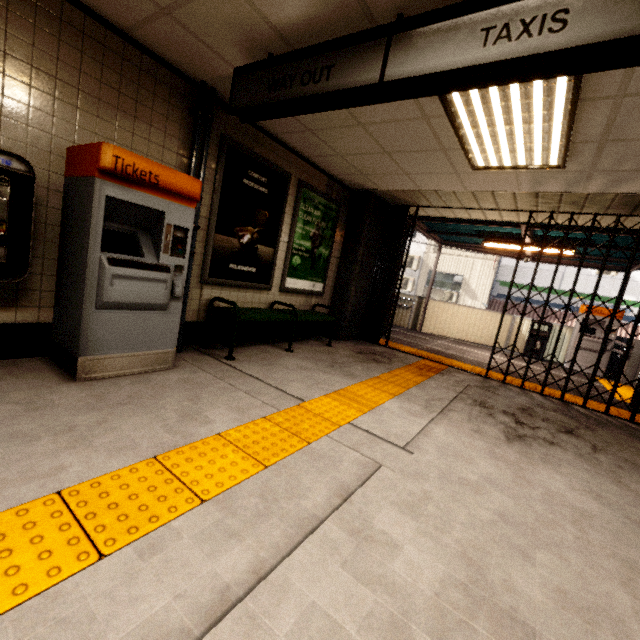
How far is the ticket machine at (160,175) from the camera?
2.5m

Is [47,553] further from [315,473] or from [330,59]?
[330,59]

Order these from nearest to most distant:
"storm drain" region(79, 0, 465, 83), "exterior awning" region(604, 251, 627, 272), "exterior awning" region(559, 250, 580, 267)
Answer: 1. "storm drain" region(79, 0, 465, 83)
2. "exterior awning" region(604, 251, 627, 272)
3. "exterior awning" region(559, 250, 580, 267)

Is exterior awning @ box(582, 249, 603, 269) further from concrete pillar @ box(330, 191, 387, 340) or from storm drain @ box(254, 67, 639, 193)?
A: storm drain @ box(254, 67, 639, 193)

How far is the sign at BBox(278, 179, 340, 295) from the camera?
5.2m

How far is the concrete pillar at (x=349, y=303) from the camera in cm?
630

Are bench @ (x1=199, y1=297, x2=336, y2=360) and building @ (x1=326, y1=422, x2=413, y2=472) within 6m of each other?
yes

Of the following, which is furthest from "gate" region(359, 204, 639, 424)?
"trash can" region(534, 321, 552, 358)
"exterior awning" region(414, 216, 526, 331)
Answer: "trash can" region(534, 321, 552, 358)
